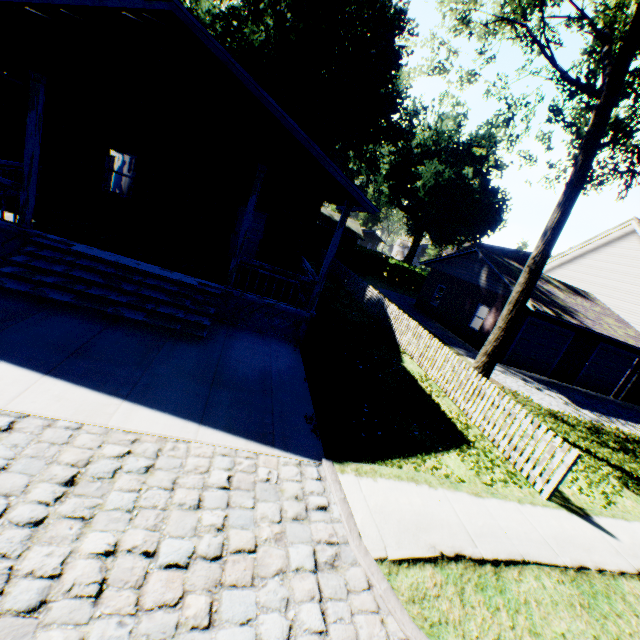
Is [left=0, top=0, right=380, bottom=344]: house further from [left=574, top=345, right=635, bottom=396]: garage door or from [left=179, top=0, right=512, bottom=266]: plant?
[left=574, top=345, right=635, bottom=396]: garage door

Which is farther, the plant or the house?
the plant

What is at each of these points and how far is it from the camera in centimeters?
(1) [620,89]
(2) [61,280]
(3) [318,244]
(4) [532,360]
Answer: (1) tree, 832cm
(2) stairs, 727cm
(3) hedge, 3456cm
(4) garage door, 1827cm

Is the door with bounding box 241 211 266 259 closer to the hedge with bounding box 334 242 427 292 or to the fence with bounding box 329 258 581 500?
the fence with bounding box 329 258 581 500

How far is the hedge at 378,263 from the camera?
36.25m

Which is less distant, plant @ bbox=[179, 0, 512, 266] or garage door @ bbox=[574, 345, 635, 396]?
garage door @ bbox=[574, 345, 635, 396]

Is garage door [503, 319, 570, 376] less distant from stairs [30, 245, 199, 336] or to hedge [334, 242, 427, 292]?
stairs [30, 245, 199, 336]

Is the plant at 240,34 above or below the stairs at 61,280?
above
